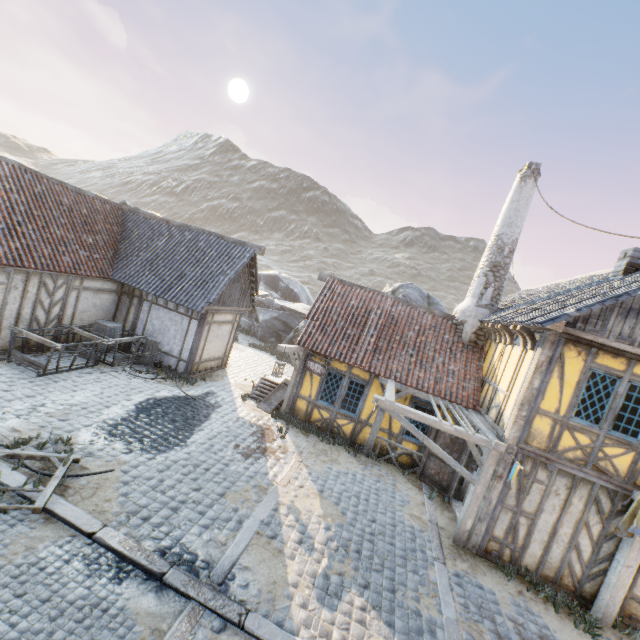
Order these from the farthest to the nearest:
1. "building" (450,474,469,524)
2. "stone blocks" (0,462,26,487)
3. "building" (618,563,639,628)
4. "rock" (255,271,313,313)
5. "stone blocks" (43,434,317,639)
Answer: "rock" (255,271,313,313) → "building" (450,474,469,524) → "building" (618,563,639,628) → "stone blocks" (0,462,26,487) → "stone blocks" (43,434,317,639)

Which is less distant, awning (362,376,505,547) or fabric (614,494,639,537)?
fabric (614,494,639,537)

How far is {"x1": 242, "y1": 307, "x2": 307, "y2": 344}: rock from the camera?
23.2m

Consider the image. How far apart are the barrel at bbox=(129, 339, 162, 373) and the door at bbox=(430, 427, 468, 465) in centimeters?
1038cm

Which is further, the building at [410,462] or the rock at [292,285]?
the rock at [292,285]

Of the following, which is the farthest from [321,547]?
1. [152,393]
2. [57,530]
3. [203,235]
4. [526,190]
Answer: [526,190]

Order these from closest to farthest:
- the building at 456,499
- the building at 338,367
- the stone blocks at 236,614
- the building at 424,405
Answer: the stone blocks at 236,614 < the building at 456,499 < the building at 424,405 < the building at 338,367

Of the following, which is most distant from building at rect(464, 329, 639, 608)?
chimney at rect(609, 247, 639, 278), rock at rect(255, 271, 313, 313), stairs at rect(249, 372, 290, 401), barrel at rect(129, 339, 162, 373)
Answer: barrel at rect(129, 339, 162, 373)
